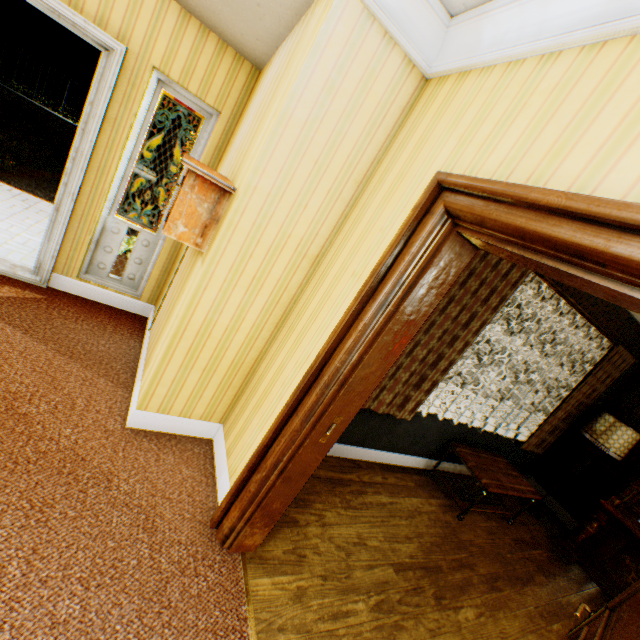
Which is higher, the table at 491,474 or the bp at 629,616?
the bp at 629,616

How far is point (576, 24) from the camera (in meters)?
1.16

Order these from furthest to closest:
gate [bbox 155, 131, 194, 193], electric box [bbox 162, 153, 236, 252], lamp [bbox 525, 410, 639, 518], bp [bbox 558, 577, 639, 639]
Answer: gate [bbox 155, 131, 194, 193] → lamp [bbox 525, 410, 639, 518] → electric box [bbox 162, 153, 236, 252] → bp [bbox 558, 577, 639, 639]

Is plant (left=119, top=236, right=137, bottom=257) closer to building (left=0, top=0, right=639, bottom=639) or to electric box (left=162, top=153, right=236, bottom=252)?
building (left=0, top=0, right=639, bottom=639)

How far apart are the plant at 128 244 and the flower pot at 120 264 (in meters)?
0.01

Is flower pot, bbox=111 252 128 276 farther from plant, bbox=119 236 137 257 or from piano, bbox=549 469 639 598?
piano, bbox=549 469 639 598

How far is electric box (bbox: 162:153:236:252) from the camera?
1.9 meters

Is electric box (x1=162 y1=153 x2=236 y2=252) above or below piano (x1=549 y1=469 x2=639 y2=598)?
above
